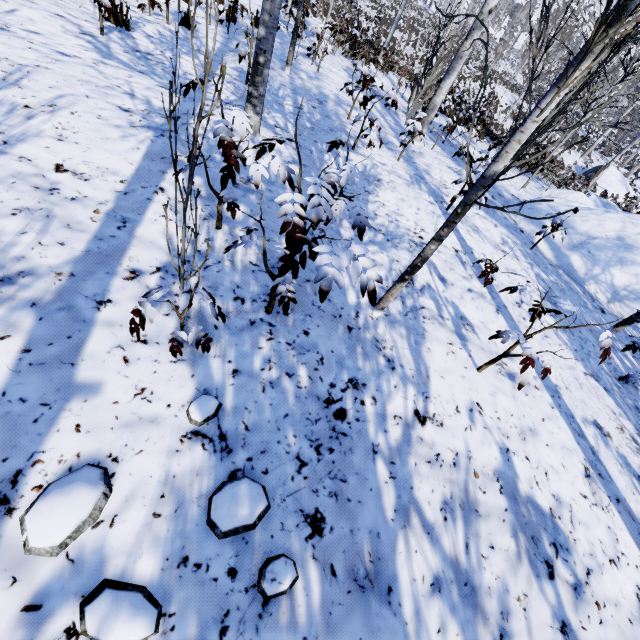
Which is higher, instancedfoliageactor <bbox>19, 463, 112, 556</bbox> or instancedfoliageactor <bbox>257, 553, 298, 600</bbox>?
instancedfoliageactor <bbox>19, 463, 112, 556</bbox>

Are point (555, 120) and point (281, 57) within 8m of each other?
no

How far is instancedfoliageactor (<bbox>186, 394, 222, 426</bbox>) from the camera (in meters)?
1.51

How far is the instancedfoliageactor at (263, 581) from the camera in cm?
125

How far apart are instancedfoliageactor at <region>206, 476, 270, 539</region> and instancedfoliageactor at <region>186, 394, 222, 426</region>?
0.3m

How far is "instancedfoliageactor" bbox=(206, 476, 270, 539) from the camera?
1.30m

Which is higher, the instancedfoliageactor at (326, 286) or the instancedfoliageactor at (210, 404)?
the instancedfoliageactor at (326, 286)

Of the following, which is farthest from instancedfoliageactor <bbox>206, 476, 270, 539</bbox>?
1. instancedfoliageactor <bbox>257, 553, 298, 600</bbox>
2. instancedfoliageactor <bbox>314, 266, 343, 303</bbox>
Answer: instancedfoliageactor <bbox>314, 266, 343, 303</bbox>
